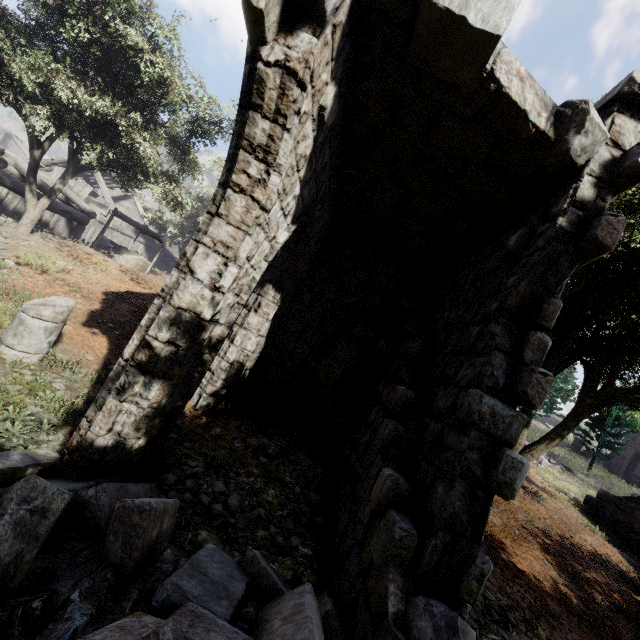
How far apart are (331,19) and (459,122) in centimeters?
186cm

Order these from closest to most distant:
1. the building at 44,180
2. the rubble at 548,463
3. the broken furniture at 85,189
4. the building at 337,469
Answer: the building at 337,469, the building at 44,180, the rubble at 548,463, the broken furniture at 85,189

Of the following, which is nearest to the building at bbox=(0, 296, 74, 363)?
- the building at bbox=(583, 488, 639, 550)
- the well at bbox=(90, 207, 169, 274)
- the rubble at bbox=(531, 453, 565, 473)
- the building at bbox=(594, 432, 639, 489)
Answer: the well at bbox=(90, 207, 169, 274)

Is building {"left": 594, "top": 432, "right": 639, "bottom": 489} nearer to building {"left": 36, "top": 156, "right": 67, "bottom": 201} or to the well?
building {"left": 36, "top": 156, "right": 67, "bottom": 201}

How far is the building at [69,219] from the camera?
15.40m

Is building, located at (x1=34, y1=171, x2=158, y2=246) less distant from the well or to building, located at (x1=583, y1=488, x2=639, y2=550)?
the well

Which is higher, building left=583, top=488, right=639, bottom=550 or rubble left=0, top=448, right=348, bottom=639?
building left=583, top=488, right=639, bottom=550

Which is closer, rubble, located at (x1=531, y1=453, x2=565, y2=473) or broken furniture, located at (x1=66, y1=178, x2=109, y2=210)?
rubble, located at (x1=531, y1=453, x2=565, y2=473)
